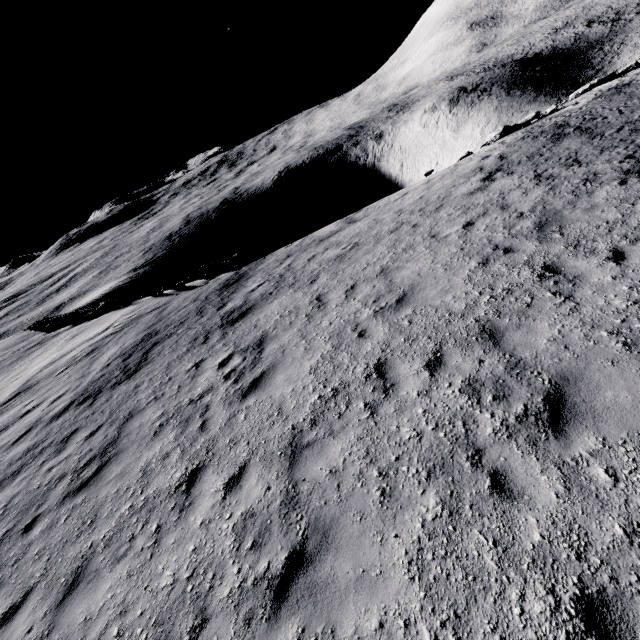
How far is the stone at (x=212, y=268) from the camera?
19.1 meters

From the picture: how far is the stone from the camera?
19.1 meters

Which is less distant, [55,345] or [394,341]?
[394,341]
